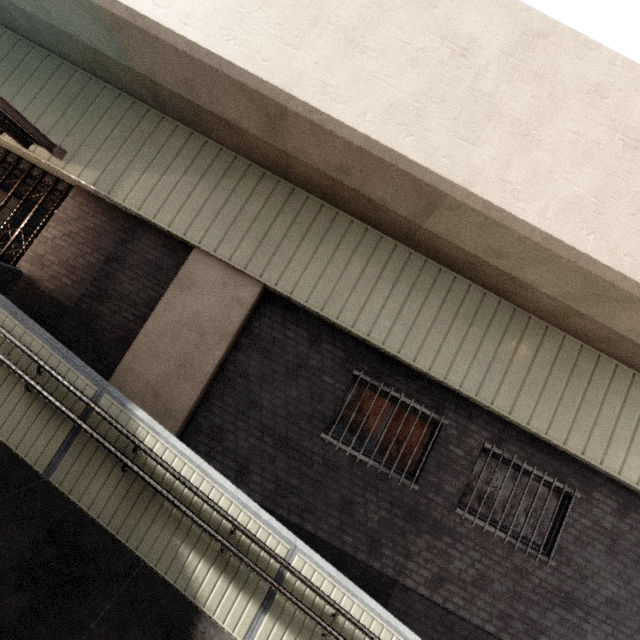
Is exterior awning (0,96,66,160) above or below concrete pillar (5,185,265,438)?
above

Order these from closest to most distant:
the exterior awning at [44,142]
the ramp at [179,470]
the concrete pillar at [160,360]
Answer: the ramp at [179,470] → the exterior awning at [44,142] → the concrete pillar at [160,360]

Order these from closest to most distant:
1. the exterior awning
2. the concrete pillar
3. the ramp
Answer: the ramp → the exterior awning → the concrete pillar

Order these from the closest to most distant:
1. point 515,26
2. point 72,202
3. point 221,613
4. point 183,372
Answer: point 221,613 < point 515,26 < point 183,372 < point 72,202

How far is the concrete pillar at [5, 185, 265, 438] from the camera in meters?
5.2 m

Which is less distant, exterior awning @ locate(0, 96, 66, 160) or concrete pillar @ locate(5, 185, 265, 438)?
exterior awning @ locate(0, 96, 66, 160)

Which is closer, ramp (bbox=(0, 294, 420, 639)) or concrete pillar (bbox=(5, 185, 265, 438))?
ramp (bbox=(0, 294, 420, 639))

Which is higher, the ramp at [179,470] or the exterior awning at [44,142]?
the exterior awning at [44,142]
